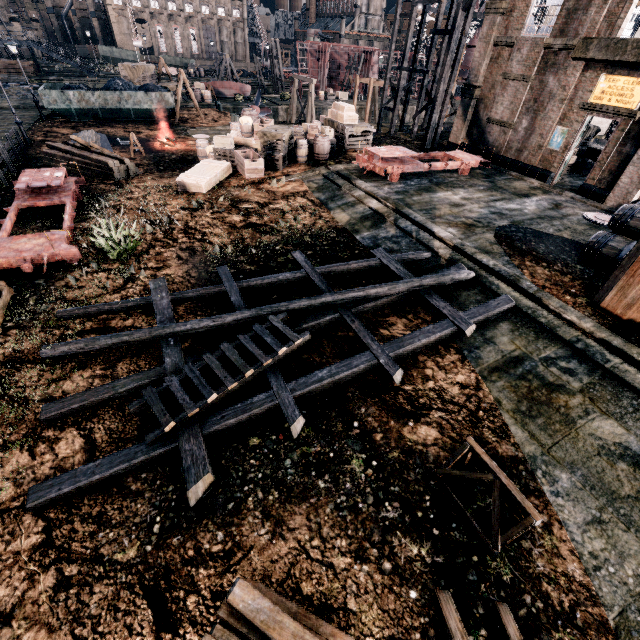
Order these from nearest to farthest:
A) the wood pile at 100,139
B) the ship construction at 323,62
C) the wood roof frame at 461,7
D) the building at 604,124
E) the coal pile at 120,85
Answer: the wood roof frame at 461,7 < the wood pile at 100,139 < the coal pile at 120,85 < the building at 604,124 < the ship construction at 323,62

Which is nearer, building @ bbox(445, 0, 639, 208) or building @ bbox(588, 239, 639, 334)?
building @ bbox(588, 239, 639, 334)

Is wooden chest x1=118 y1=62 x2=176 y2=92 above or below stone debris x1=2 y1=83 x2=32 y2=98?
above

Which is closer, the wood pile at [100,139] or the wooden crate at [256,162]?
the wooden crate at [256,162]

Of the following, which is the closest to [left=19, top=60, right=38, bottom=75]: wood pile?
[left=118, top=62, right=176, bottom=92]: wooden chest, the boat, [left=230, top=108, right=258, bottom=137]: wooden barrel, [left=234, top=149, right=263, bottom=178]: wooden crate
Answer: [left=118, top=62, right=176, bottom=92]: wooden chest

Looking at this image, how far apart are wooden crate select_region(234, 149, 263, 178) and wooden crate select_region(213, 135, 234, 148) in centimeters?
162cm

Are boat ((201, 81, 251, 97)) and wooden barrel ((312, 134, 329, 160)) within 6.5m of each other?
no

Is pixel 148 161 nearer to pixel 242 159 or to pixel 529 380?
pixel 242 159
